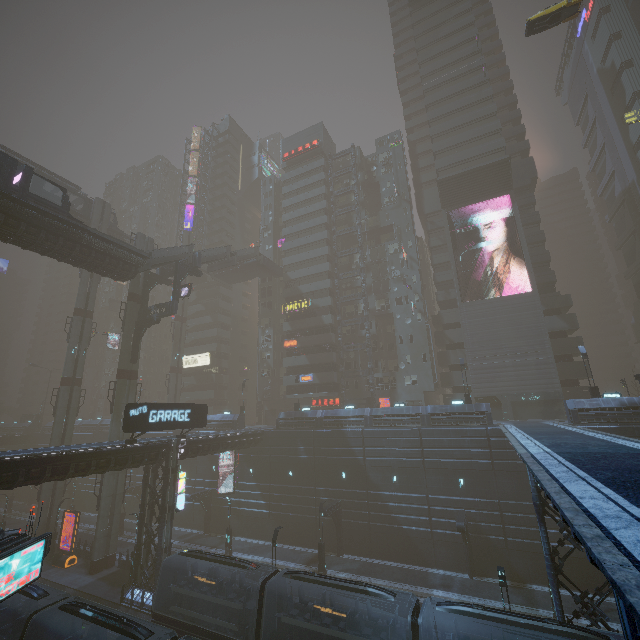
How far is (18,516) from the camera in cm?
5009

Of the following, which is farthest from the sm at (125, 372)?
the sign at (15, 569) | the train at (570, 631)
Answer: the train at (570, 631)

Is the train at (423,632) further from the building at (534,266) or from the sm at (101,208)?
the sm at (101,208)

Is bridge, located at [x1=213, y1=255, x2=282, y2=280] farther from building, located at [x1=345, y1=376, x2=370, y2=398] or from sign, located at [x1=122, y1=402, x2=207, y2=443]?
sign, located at [x1=122, y1=402, x2=207, y2=443]

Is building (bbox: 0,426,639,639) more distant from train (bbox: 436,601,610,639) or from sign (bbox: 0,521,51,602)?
train (bbox: 436,601,610,639)

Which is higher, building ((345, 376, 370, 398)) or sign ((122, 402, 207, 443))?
building ((345, 376, 370, 398))

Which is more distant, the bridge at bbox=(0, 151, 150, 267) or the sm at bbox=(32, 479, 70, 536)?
the sm at bbox=(32, 479, 70, 536)

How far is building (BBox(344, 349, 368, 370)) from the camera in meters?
49.8
